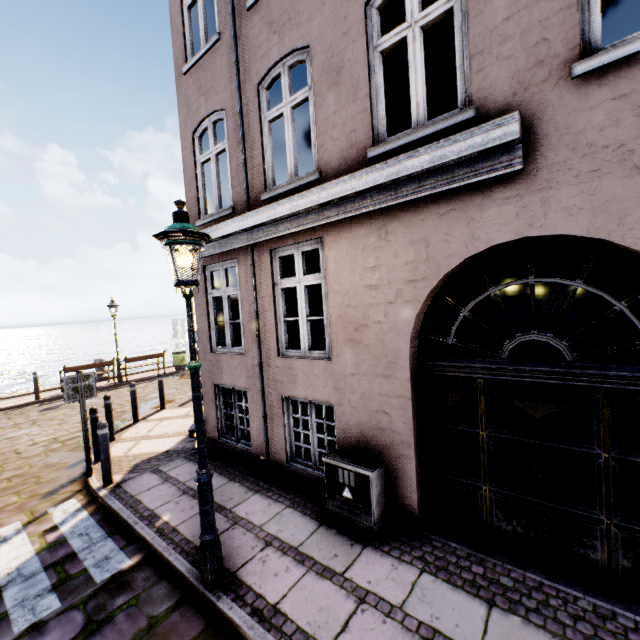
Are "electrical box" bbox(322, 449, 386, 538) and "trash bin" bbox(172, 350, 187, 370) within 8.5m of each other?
no

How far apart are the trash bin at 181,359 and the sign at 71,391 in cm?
1103

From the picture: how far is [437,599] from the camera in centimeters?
305cm

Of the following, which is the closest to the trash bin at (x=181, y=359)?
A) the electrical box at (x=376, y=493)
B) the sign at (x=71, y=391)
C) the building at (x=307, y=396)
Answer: the building at (x=307, y=396)

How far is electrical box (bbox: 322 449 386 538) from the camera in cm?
390

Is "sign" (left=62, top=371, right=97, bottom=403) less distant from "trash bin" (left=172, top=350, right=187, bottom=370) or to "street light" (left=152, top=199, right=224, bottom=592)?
"street light" (left=152, top=199, right=224, bottom=592)

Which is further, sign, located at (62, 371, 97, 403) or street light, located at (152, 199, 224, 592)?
sign, located at (62, 371, 97, 403)

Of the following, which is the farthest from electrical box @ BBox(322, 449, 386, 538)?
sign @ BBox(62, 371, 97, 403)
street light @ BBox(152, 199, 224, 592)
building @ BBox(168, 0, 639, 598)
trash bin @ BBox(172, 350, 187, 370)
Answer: trash bin @ BBox(172, 350, 187, 370)
